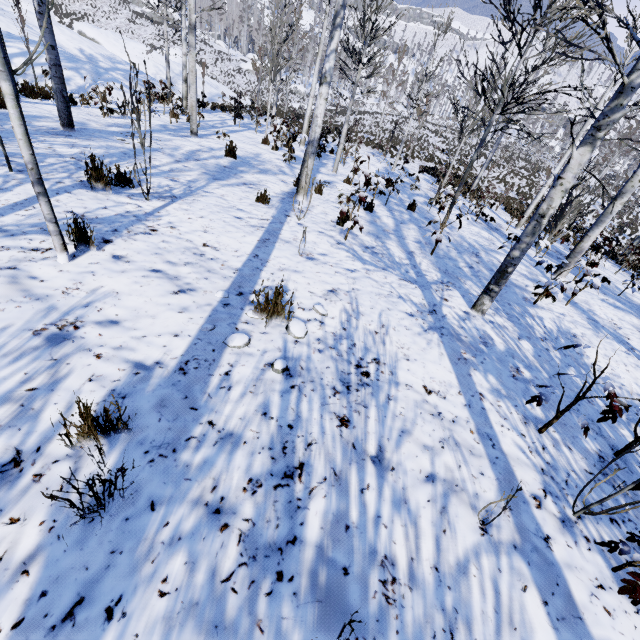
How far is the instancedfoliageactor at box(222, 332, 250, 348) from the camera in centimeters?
257cm

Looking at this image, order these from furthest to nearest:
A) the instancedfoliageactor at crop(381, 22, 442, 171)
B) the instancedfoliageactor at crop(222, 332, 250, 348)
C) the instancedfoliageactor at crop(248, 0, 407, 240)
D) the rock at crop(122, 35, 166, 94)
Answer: the rock at crop(122, 35, 166, 94)
the instancedfoliageactor at crop(381, 22, 442, 171)
the instancedfoliageactor at crop(248, 0, 407, 240)
the instancedfoliageactor at crop(222, 332, 250, 348)

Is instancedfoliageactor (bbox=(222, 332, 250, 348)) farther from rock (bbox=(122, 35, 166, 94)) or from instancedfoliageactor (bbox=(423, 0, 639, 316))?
rock (bbox=(122, 35, 166, 94))

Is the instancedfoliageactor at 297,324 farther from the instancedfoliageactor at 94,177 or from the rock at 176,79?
the rock at 176,79

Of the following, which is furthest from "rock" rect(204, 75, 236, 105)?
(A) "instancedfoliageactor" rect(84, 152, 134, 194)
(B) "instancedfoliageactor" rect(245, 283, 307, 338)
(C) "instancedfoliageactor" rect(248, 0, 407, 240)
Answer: (B) "instancedfoliageactor" rect(245, 283, 307, 338)

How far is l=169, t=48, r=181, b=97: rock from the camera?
22.4 meters

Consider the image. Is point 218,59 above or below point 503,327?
below

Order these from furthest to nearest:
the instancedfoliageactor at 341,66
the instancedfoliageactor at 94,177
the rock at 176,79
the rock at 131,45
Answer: the rock at 176,79 → the rock at 131,45 → the instancedfoliageactor at 341,66 → the instancedfoliageactor at 94,177
